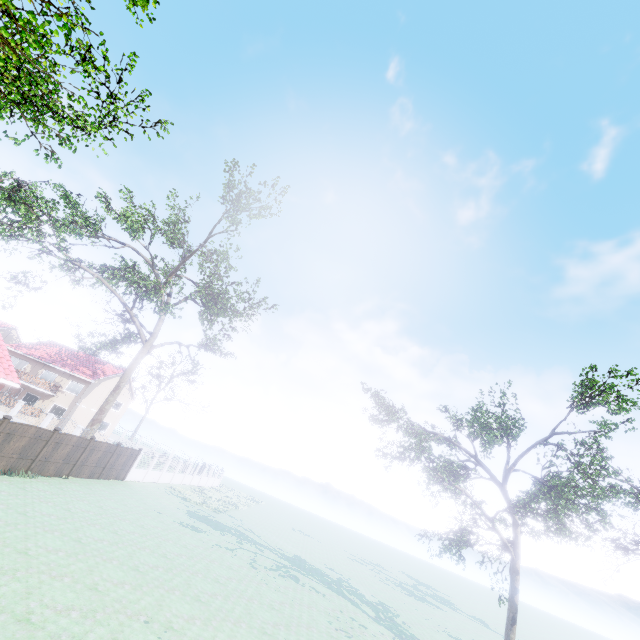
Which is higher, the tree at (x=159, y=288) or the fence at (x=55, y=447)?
the tree at (x=159, y=288)

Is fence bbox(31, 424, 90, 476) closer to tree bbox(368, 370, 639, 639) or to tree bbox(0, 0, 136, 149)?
tree bbox(0, 0, 136, 149)

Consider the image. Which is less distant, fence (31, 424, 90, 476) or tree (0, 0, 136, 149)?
tree (0, 0, 136, 149)

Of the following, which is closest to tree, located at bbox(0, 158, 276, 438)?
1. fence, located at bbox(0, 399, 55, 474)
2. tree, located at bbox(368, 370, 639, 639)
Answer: fence, located at bbox(0, 399, 55, 474)

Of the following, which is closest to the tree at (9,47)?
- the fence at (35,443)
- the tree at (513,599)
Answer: the fence at (35,443)

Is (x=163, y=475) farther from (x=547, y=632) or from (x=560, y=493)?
(x=547, y=632)

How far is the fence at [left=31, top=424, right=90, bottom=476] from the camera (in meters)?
17.88
